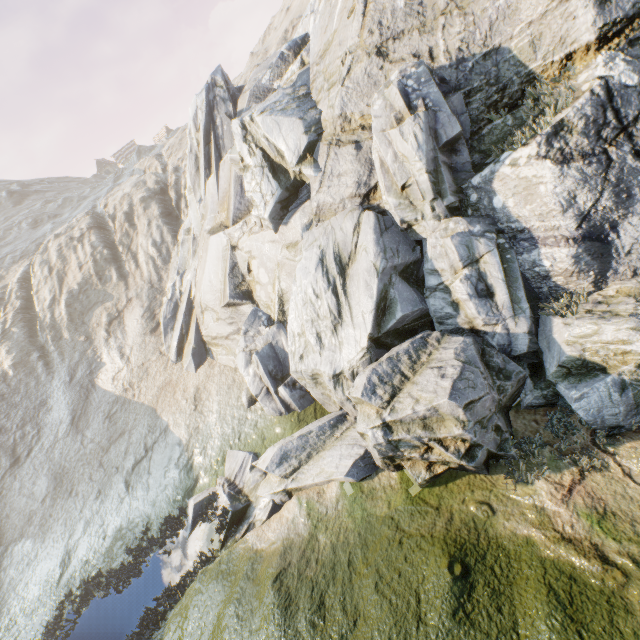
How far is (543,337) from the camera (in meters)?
7.55
